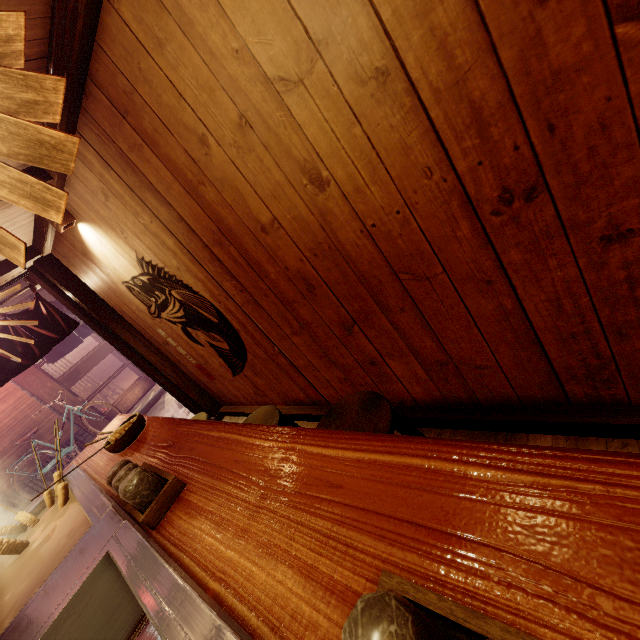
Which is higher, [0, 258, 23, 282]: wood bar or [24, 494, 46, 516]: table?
[0, 258, 23, 282]: wood bar

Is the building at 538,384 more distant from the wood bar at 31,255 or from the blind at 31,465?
the blind at 31,465

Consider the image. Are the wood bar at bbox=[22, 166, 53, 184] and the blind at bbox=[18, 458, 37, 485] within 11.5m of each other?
no

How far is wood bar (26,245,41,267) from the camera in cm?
603

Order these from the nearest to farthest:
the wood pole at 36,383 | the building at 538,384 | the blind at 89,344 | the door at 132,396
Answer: the building at 538,384 < the wood pole at 36,383 < the door at 132,396 < the blind at 89,344

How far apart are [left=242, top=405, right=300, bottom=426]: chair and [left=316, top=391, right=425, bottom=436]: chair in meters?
0.6

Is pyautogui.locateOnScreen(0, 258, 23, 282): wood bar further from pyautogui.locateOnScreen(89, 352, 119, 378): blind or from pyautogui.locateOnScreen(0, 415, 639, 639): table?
pyautogui.locateOnScreen(89, 352, 119, 378): blind

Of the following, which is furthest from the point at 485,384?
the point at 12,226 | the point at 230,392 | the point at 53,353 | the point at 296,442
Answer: the point at 53,353
